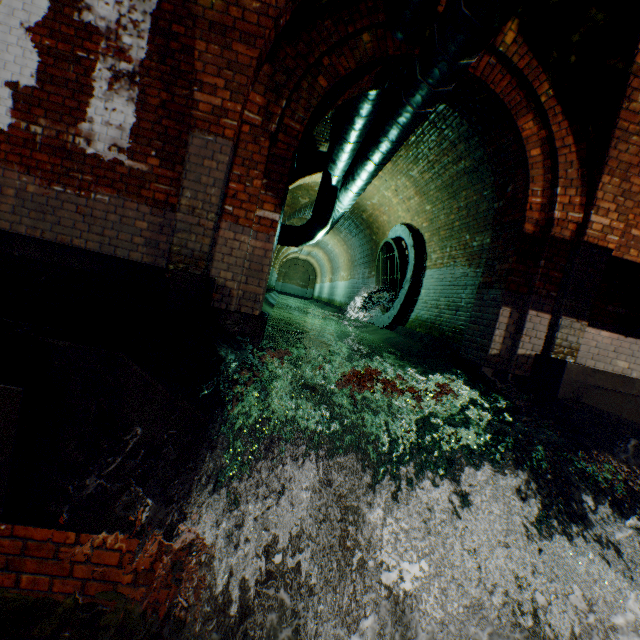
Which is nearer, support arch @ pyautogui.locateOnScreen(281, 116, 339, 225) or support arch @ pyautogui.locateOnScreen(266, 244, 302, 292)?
support arch @ pyautogui.locateOnScreen(281, 116, 339, 225)

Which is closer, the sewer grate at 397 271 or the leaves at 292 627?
the leaves at 292 627

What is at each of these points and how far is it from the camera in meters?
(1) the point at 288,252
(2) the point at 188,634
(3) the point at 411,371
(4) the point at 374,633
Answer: (1) support arch, 28.9
(2) leaves, 1.8
(3) building tunnel, 5.3
(4) leaves, 2.0

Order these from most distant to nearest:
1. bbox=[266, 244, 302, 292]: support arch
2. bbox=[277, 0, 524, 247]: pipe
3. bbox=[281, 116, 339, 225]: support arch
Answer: bbox=[266, 244, 302, 292]: support arch < bbox=[281, 116, 339, 225]: support arch < bbox=[277, 0, 524, 247]: pipe

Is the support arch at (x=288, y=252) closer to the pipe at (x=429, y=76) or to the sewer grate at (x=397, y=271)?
the pipe at (x=429, y=76)

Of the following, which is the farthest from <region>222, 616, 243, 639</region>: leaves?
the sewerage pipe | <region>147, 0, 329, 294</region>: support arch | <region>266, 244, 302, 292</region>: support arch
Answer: <region>266, 244, 302, 292</region>: support arch

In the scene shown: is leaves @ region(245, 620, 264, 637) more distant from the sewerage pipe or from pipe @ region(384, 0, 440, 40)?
the sewerage pipe

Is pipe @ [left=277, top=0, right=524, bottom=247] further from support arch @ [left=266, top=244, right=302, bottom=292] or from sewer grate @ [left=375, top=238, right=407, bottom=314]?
support arch @ [left=266, top=244, right=302, bottom=292]
